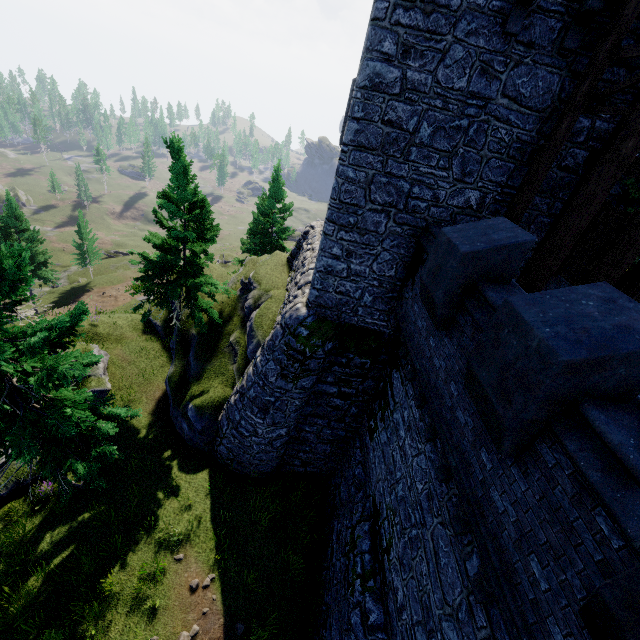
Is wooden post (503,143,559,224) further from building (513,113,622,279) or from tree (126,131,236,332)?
tree (126,131,236,332)

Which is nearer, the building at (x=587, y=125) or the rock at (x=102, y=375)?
the building at (x=587, y=125)

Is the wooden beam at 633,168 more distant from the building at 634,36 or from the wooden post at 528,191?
the wooden post at 528,191

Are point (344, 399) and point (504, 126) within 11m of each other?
yes

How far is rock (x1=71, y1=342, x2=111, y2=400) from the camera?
15.8m

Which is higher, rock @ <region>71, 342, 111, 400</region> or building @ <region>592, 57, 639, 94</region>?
building @ <region>592, 57, 639, 94</region>

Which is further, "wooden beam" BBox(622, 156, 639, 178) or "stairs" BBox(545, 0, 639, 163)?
"wooden beam" BBox(622, 156, 639, 178)

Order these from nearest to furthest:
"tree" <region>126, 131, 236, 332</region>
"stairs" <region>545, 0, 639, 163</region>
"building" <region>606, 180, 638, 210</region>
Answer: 1. "stairs" <region>545, 0, 639, 163</region>
2. "building" <region>606, 180, 638, 210</region>
3. "tree" <region>126, 131, 236, 332</region>
